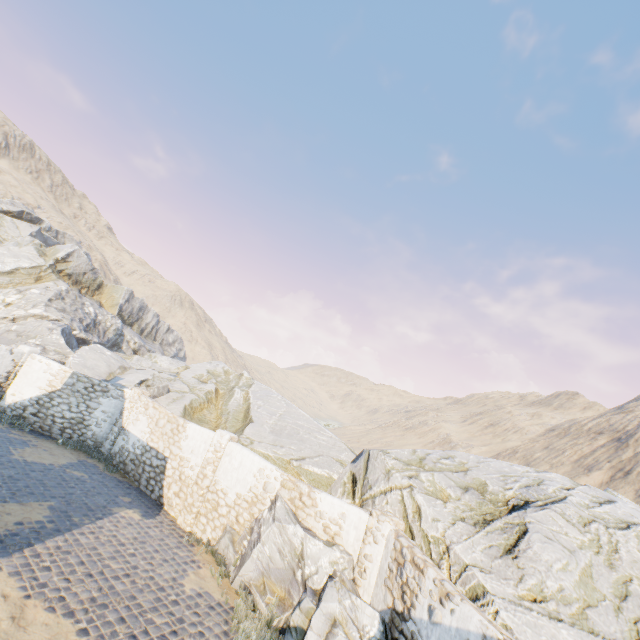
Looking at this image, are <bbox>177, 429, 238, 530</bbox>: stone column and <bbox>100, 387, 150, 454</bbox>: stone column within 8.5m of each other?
yes

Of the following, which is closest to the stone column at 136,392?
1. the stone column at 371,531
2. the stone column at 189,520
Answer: the stone column at 189,520

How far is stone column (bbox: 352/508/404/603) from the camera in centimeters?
759cm

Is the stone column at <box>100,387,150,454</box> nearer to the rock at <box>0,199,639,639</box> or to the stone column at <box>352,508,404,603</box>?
the rock at <box>0,199,639,639</box>

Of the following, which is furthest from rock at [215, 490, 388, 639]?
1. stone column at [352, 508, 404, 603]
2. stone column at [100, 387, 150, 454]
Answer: stone column at [100, 387, 150, 454]

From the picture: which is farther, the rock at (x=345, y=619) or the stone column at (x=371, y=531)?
the stone column at (x=371, y=531)

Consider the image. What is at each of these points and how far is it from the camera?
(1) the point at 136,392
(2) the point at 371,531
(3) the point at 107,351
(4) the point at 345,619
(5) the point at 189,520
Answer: (1) stone column, 15.2m
(2) stone column, 8.1m
(3) rock, 20.8m
(4) rock, 6.6m
(5) stone column, 10.8m

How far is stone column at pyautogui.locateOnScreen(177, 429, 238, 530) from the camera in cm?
1089
